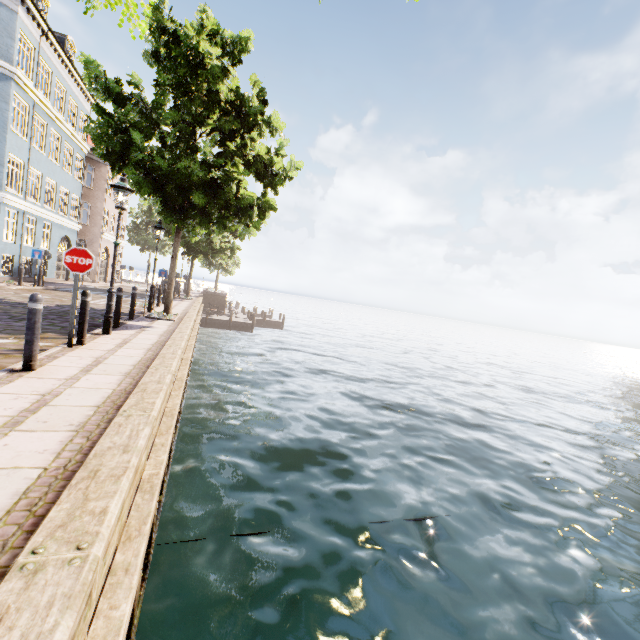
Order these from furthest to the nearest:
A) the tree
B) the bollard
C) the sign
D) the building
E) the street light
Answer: the building → the tree → the street light → the sign → the bollard

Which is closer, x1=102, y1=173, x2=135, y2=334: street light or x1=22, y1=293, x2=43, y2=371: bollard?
x1=22, y1=293, x2=43, y2=371: bollard

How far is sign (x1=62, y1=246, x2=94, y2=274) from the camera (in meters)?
6.02

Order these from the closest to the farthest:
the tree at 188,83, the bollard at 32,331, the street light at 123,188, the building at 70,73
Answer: the bollard at 32,331 < the street light at 123,188 < the tree at 188,83 < the building at 70,73

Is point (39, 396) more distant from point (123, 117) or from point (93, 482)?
point (123, 117)

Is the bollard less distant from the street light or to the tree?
the street light

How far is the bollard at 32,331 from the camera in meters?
4.6

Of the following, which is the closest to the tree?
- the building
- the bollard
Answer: the bollard
